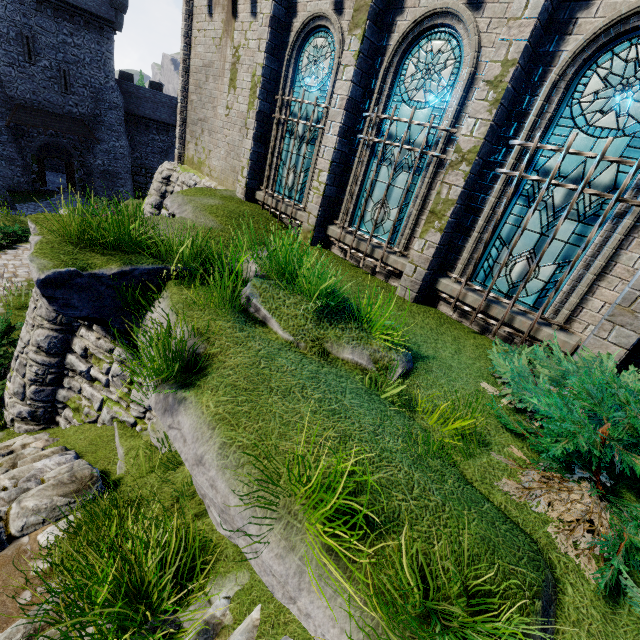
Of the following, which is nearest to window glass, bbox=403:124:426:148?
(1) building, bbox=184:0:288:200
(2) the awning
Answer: (1) building, bbox=184:0:288:200

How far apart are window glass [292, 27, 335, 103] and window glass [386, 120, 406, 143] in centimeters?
154cm

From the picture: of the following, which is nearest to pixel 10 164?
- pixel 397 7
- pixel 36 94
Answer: pixel 36 94

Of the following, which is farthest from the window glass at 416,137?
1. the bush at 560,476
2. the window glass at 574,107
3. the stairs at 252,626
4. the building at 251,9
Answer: the stairs at 252,626

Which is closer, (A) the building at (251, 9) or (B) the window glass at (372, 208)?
(B) the window glass at (372, 208)

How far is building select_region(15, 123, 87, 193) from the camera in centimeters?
2716cm

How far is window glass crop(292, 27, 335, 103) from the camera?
7.1 meters

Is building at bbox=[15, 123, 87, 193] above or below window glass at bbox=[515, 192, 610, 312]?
below
